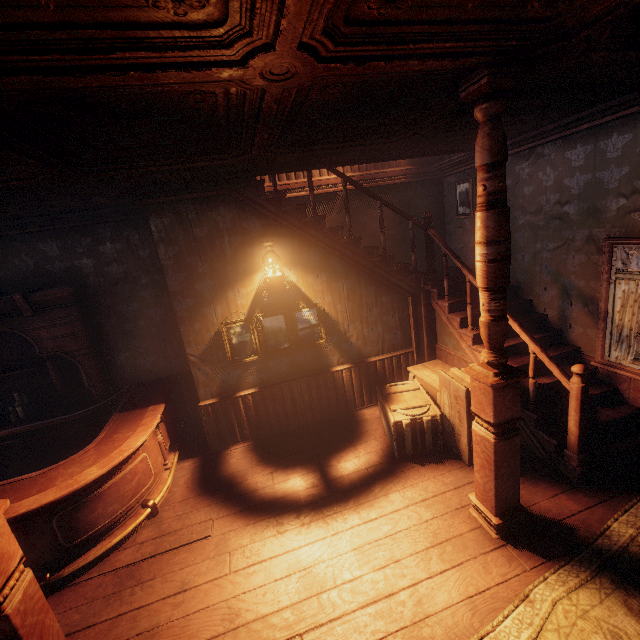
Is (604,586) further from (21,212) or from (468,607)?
(21,212)

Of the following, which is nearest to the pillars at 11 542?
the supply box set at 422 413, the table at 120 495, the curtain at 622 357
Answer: the table at 120 495

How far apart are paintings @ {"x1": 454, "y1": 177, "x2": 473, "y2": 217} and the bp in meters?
3.8 m

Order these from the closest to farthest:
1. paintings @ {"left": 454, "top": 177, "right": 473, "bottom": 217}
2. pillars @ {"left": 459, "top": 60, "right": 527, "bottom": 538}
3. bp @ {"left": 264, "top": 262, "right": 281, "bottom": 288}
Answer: pillars @ {"left": 459, "top": 60, "right": 527, "bottom": 538}
bp @ {"left": 264, "top": 262, "right": 281, "bottom": 288}
paintings @ {"left": 454, "top": 177, "right": 473, "bottom": 217}

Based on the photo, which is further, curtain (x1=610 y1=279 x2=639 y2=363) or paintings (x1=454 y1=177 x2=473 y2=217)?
paintings (x1=454 y1=177 x2=473 y2=217)

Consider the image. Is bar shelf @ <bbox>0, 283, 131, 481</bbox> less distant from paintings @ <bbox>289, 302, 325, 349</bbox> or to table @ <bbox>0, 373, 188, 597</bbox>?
table @ <bbox>0, 373, 188, 597</bbox>

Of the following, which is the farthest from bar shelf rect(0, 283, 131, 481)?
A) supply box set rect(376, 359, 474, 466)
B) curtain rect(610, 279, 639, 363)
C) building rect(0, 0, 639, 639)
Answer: curtain rect(610, 279, 639, 363)

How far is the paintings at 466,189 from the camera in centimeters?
584cm
